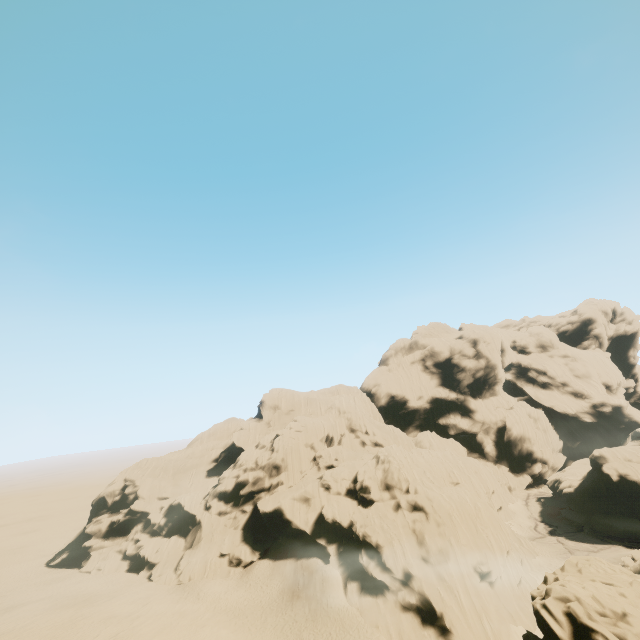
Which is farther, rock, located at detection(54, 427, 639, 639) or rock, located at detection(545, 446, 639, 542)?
rock, located at detection(545, 446, 639, 542)

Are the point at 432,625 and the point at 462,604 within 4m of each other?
yes

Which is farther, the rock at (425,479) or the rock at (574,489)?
the rock at (574,489)
